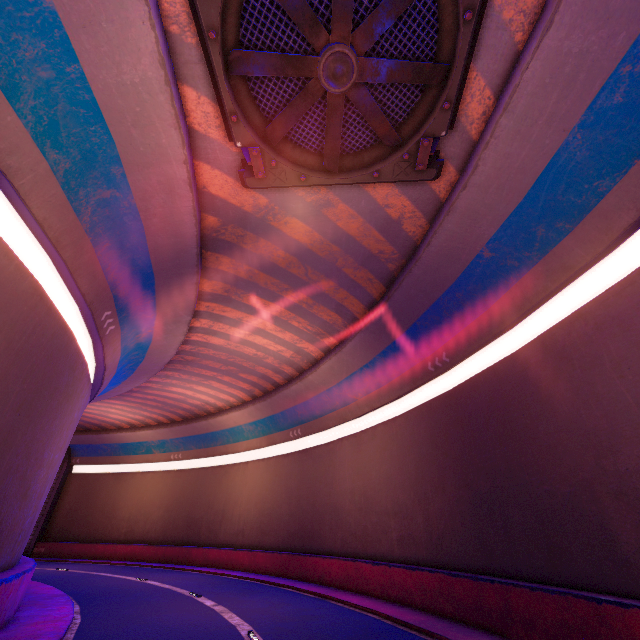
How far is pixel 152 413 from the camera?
31.16m
